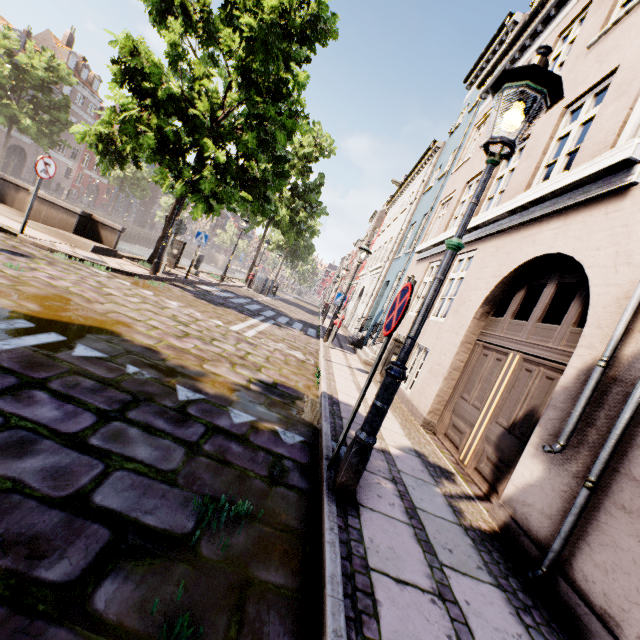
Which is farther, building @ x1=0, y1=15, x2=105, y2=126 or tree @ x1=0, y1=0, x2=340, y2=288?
building @ x1=0, y1=15, x2=105, y2=126

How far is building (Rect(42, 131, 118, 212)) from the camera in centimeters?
4041cm

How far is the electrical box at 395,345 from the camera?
8.6 meters

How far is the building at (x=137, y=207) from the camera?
53.24m

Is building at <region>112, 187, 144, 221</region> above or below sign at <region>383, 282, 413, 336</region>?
above

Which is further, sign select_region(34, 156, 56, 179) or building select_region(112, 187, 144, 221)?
building select_region(112, 187, 144, 221)

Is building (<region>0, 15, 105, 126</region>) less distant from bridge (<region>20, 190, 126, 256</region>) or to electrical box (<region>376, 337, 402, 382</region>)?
bridge (<region>20, 190, 126, 256</region>)

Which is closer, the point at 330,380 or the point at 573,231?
the point at 573,231
